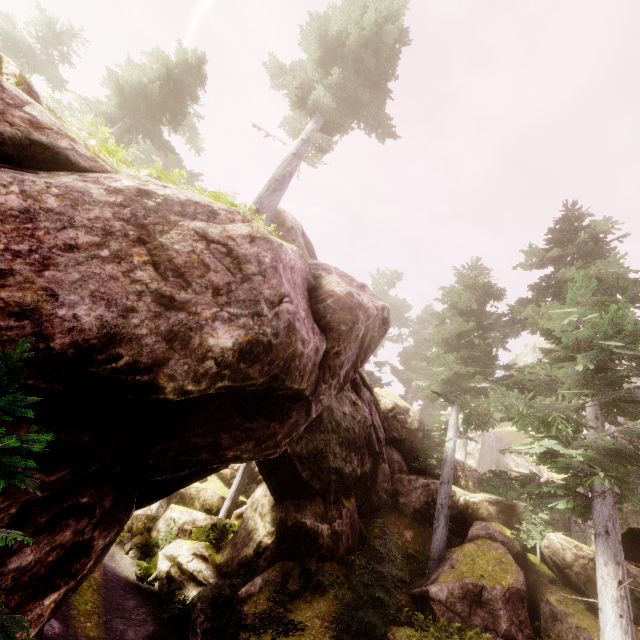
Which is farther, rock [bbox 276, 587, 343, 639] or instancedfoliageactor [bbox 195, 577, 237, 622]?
instancedfoliageactor [bbox 195, 577, 237, 622]

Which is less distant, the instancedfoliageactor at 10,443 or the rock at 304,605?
the instancedfoliageactor at 10,443

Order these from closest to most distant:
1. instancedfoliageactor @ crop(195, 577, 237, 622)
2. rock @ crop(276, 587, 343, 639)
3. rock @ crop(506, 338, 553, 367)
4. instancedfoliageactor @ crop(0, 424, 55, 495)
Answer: instancedfoliageactor @ crop(0, 424, 55, 495)
rock @ crop(276, 587, 343, 639)
instancedfoliageactor @ crop(195, 577, 237, 622)
rock @ crop(506, 338, 553, 367)

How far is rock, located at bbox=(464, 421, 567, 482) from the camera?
23.15m

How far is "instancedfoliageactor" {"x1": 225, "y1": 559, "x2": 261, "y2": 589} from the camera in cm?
1311

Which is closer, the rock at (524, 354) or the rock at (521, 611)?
the rock at (521, 611)

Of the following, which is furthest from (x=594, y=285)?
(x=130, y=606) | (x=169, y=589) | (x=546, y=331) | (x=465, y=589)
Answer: (x=130, y=606)
